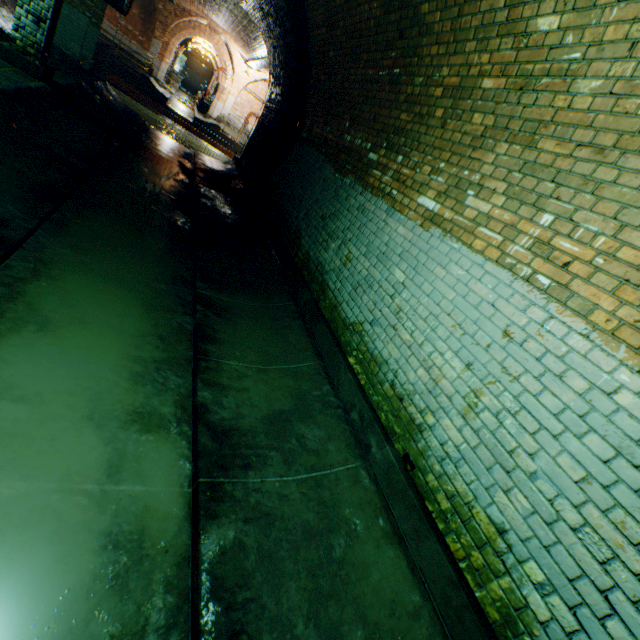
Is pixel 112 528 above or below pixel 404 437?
below

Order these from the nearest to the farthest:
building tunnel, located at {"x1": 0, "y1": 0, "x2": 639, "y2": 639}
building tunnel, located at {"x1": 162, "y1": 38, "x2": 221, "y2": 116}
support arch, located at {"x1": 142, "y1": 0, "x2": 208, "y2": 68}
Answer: building tunnel, located at {"x1": 0, "y1": 0, "x2": 639, "y2": 639} → support arch, located at {"x1": 142, "y1": 0, "x2": 208, "y2": 68} → building tunnel, located at {"x1": 162, "y1": 38, "x2": 221, "y2": 116}

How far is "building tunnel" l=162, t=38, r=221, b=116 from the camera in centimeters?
2591cm

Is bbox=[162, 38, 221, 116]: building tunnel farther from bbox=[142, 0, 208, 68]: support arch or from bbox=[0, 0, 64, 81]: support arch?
bbox=[0, 0, 64, 81]: support arch

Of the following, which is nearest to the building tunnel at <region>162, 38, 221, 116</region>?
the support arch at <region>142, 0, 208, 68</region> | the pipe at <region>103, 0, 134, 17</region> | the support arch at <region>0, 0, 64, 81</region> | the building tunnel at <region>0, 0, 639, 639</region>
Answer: the support arch at <region>142, 0, 208, 68</region>

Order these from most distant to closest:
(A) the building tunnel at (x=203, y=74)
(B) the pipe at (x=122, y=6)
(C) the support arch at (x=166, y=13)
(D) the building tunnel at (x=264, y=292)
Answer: (A) the building tunnel at (x=203, y=74) → (C) the support arch at (x=166, y=13) → (B) the pipe at (x=122, y=6) → (D) the building tunnel at (x=264, y=292)

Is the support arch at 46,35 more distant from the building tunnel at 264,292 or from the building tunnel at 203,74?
the building tunnel at 203,74

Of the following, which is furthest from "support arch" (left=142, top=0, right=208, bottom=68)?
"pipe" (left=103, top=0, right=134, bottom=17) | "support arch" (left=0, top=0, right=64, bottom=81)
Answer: "support arch" (left=0, top=0, right=64, bottom=81)
